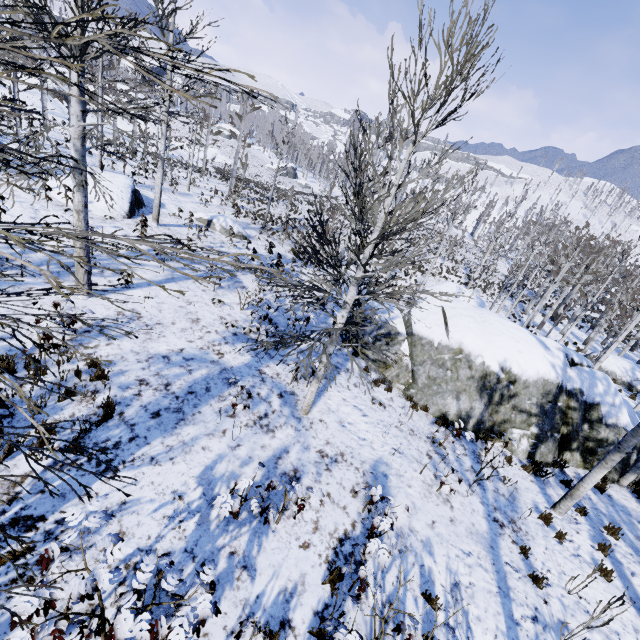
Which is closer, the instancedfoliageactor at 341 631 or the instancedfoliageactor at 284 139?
the instancedfoliageactor at 341 631

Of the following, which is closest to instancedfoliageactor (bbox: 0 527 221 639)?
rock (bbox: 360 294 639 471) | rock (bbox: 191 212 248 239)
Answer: rock (bbox: 360 294 639 471)

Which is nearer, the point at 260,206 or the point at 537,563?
the point at 537,563

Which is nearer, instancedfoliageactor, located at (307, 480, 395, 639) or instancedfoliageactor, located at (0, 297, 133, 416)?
instancedfoliageactor, located at (0, 297, 133, 416)

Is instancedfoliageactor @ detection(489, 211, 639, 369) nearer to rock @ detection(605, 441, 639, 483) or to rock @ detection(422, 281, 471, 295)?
rock @ detection(422, 281, 471, 295)

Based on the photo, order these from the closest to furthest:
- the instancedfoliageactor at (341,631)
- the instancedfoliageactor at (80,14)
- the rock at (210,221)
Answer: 1. the instancedfoliageactor at (80,14)
2. the instancedfoliageactor at (341,631)
3. the rock at (210,221)

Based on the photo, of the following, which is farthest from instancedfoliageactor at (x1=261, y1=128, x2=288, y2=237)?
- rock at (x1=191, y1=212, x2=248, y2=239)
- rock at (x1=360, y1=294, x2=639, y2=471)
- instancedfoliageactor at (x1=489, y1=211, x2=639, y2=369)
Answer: instancedfoliageactor at (x1=489, y1=211, x2=639, y2=369)
